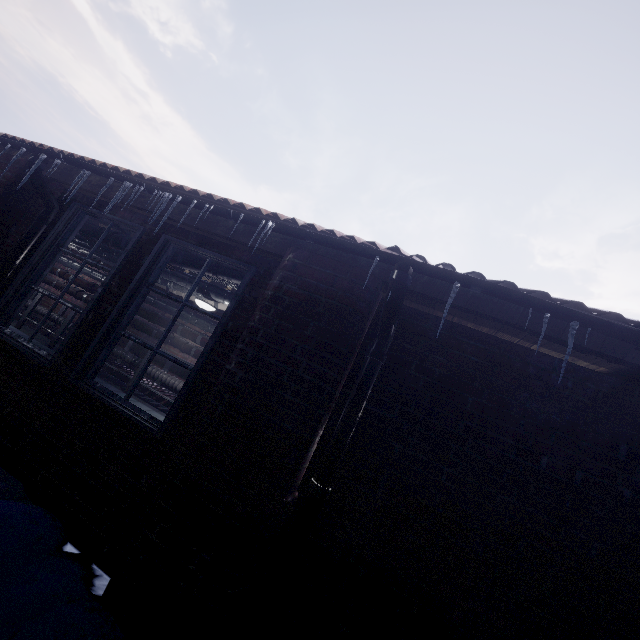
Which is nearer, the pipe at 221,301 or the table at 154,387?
the pipe at 221,301

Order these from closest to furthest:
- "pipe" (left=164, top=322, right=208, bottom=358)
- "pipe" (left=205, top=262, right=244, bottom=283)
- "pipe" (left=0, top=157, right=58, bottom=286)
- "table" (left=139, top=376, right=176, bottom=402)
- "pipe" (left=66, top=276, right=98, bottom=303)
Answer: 1. "pipe" (left=0, top=157, right=58, bottom=286)
2. "pipe" (left=205, top=262, right=244, bottom=283)
3. "table" (left=139, top=376, right=176, bottom=402)
4. "pipe" (left=164, top=322, right=208, bottom=358)
5. "pipe" (left=66, top=276, right=98, bottom=303)

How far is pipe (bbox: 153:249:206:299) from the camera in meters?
3.4 m

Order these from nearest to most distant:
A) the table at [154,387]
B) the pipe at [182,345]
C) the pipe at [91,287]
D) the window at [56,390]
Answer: the window at [56,390]
the table at [154,387]
the pipe at [182,345]
the pipe at [91,287]

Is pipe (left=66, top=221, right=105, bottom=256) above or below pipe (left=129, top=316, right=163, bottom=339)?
above

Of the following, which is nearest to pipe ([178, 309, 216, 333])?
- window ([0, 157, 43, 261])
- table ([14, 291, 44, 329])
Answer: table ([14, 291, 44, 329])

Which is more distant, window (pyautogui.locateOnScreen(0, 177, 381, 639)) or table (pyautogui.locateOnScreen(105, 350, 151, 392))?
table (pyautogui.locateOnScreen(105, 350, 151, 392))

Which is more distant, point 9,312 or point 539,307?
point 9,312
